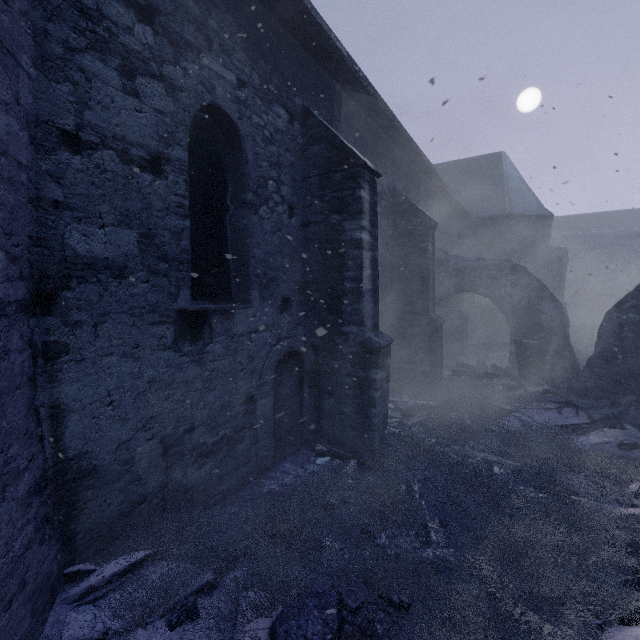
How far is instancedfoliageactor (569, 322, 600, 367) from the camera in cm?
1377

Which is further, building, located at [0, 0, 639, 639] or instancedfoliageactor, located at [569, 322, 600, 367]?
instancedfoliageactor, located at [569, 322, 600, 367]

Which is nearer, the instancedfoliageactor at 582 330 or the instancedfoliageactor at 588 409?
the instancedfoliageactor at 588 409

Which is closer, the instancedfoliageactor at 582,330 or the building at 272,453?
the building at 272,453

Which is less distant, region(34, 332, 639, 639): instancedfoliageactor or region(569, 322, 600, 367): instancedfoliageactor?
region(34, 332, 639, 639): instancedfoliageactor

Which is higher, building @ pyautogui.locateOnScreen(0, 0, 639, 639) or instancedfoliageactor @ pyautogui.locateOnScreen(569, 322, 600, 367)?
building @ pyautogui.locateOnScreen(0, 0, 639, 639)

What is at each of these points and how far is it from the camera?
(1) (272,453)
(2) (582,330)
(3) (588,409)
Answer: (1) building, 5.46m
(2) instancedfoliageactor, 22.50m
(3) instancedfoliageactor, 7.17m
